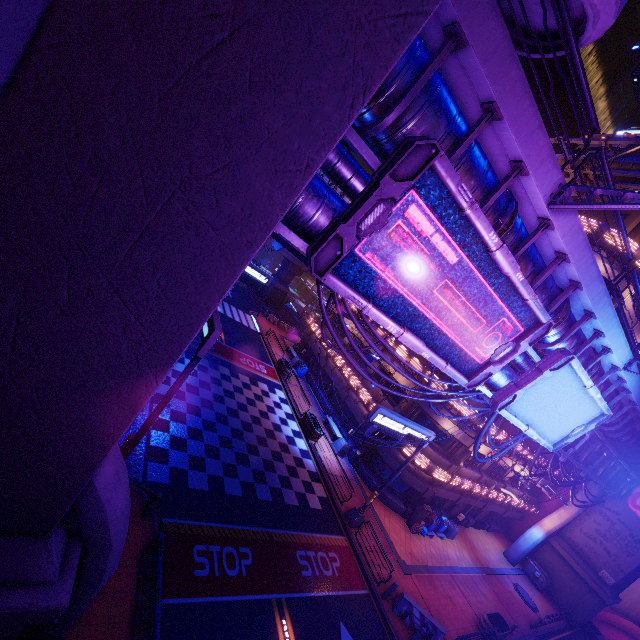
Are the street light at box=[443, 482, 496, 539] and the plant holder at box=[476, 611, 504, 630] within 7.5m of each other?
yes

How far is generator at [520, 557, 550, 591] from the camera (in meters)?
28.38

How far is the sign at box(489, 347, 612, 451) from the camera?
10.8 meters

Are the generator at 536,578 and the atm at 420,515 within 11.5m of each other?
no

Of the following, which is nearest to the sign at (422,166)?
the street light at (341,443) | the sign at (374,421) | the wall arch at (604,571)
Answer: the sign at (374,421)

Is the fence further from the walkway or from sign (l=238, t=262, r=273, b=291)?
sign (l=238, t=262, r=273, b=291)

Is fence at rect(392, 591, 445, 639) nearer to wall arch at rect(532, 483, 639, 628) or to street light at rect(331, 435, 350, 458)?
street light at rect(331, 435, 350, 458)

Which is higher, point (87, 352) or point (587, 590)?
point (87, 352)
